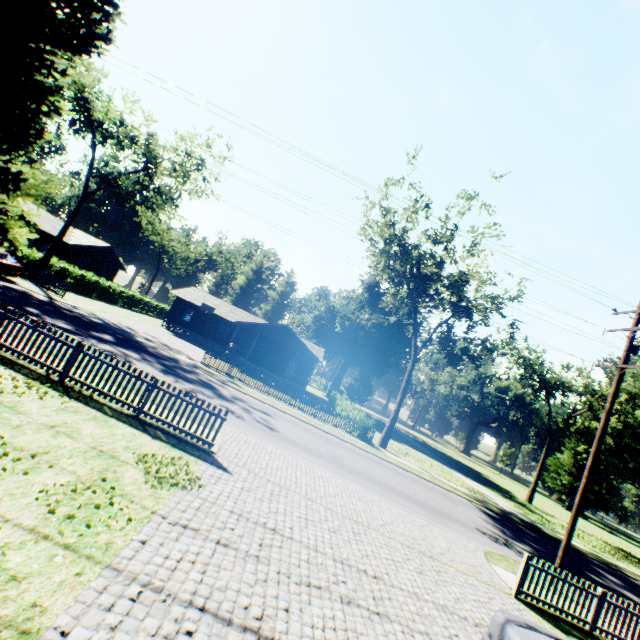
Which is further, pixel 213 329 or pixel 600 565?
pixel 213 329

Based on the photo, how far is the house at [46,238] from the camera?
33.56m

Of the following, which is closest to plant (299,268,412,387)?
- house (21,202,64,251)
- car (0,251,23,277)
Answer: car (0,251,23,277)

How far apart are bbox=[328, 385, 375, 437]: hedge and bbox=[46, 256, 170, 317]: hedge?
30.58m

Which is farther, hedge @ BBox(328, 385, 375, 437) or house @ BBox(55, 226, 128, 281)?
house @ BBox(55, 226, 128, 281)

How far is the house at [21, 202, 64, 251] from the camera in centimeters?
3356cm

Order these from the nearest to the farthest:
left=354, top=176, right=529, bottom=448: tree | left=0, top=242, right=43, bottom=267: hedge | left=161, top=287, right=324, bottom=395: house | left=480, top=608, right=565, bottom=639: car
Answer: left=480, top=608, right=565, bottom=639: car → left=354, top=176, right=529, bottom=448: tree → left=0, top=242, right=43, bottom=267: hedge → left=161, top=287, right=324, bottom=395: house

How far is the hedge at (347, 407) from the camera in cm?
2541
